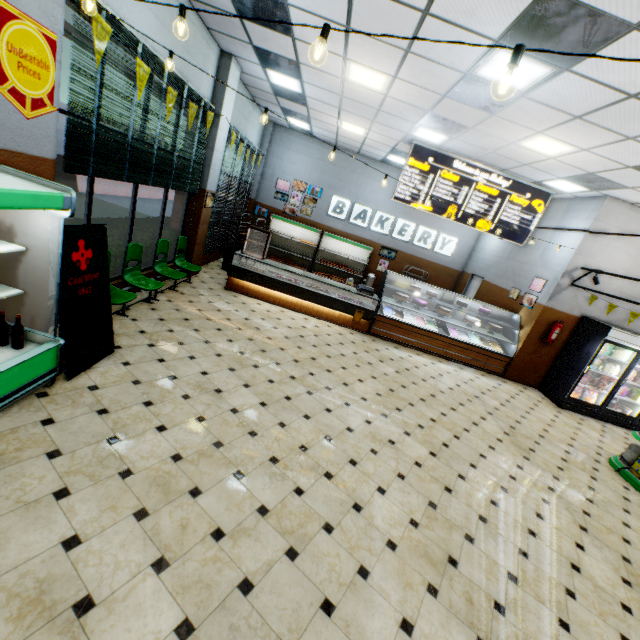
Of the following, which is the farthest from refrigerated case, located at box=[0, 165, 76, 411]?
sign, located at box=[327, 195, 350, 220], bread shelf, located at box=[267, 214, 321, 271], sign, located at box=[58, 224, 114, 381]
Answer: sign, located at box=[327, 195, 350, 220]

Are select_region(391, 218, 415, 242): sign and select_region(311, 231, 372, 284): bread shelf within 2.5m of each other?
yes

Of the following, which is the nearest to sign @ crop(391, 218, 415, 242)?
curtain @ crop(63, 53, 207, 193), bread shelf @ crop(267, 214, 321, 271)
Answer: bread shelf @ crop(267, 214, 321, 271)

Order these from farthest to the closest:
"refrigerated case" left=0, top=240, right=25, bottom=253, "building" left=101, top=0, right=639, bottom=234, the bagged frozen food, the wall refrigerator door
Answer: the bagged frozen food → the wall refrigerator door → "building" left=101, top=0, right=639, bottom=234 → "refrigerated case" left=0, top=240, right=25, bottom=253

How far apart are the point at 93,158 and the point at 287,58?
4.1m

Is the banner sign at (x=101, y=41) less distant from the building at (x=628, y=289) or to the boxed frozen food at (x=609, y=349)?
the building at (x=628, y=289)

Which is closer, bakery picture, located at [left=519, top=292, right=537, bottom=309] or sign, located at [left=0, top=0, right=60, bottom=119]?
sign, located at [left=0, top=0, right=60, bottom=119]

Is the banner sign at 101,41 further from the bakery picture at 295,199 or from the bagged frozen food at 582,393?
the bagged frozen food at 582,393
